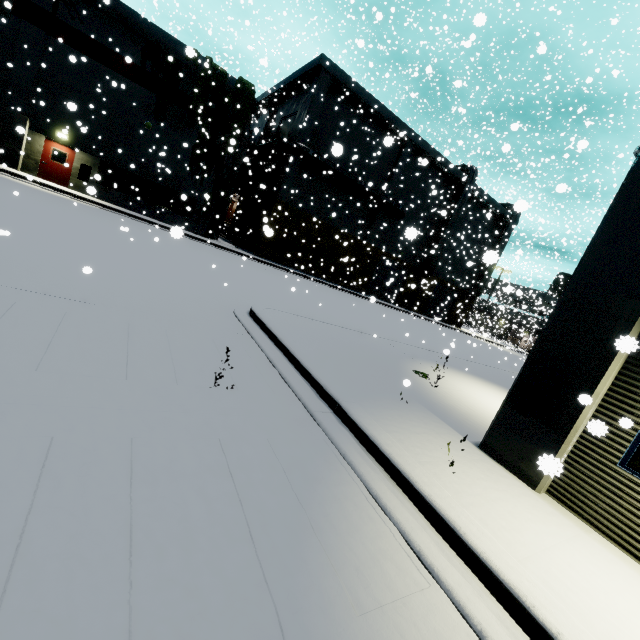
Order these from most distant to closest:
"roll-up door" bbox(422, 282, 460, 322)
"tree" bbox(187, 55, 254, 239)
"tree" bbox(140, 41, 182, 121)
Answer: "roll-up door" bbox(422, 282, 460, 322), "tree" bbox(187, 55, 254, 239), "tree" bbox(140, 41, 182, 121)

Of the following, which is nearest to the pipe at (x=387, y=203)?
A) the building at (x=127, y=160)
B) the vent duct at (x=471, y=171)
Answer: the building at (x=127, y=160)

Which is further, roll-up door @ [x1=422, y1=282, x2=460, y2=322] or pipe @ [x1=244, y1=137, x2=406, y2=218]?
roll-up door @ [x1=422, y1=282, x2=460, y2=322]

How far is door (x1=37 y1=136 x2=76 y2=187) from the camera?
18.9 meters

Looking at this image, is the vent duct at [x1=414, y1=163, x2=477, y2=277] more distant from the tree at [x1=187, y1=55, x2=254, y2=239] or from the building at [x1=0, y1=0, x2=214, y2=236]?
the tree at [x1=187, y1=55, x2=254, y2=239]

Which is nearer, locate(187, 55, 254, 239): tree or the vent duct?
locate(187, 55, 254, 239): tree

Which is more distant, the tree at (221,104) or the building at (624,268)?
the tree at (221,104)

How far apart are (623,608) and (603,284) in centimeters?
365cm
